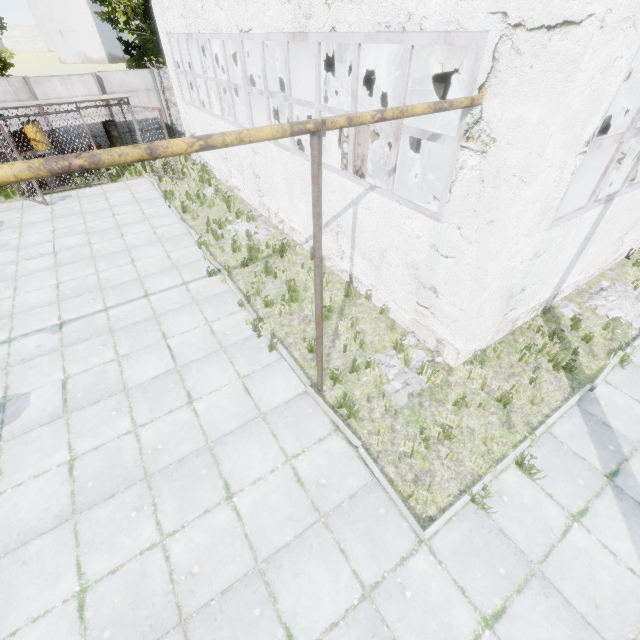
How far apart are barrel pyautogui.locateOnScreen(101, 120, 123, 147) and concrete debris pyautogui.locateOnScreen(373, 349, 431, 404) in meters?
17.3

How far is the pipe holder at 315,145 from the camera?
3.4m

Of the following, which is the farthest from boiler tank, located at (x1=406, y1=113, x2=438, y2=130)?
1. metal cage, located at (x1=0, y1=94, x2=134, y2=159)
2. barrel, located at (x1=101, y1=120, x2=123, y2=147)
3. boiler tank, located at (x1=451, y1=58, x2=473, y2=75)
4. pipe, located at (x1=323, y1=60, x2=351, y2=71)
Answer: pipe, located at (x1=323, y1=60, x2=351, y2=71)

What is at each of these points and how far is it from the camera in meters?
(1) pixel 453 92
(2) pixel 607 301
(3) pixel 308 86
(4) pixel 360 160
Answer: (1) boiler tank, 10.9
(2) concrete debris, 7.9
(3) boiler tank, 15.7
(4) boiler group, 6.8

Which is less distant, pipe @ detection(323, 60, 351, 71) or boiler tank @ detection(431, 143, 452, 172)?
pipe @ detection(323, 60, 351, 71)

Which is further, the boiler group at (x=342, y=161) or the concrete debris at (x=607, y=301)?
the concrete debris at (x=607, y=301)

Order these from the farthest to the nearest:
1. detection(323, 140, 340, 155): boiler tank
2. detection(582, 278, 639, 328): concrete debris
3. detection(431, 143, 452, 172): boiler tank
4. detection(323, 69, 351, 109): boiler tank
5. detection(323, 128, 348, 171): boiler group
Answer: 1. detection(323, 140, 340, 155): boiler tank
2. detection(323, 69, 351, 109): boiler tank
3. detection(431, 143, 452, 172): boiler tank
4. detection(582, 278, 639, 328): concrete debris
5. detection(323, 128, 348, 171): boiler group

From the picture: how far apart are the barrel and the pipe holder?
17.2m
